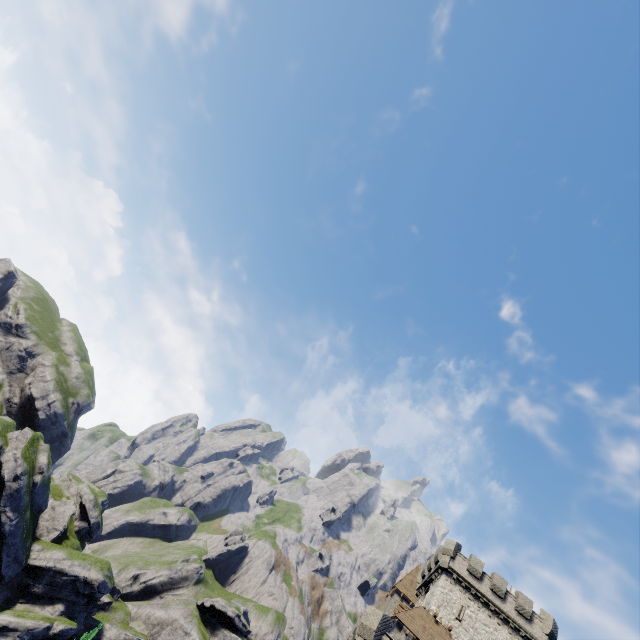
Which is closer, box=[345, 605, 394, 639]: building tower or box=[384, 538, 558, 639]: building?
box=[345, 605, 394, 639]: building tower

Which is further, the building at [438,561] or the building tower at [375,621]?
the building at [438,561]

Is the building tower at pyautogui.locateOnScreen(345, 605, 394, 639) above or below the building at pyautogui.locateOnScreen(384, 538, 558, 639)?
below

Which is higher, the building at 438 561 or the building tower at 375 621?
the building at 438 561

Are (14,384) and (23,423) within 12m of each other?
yes
